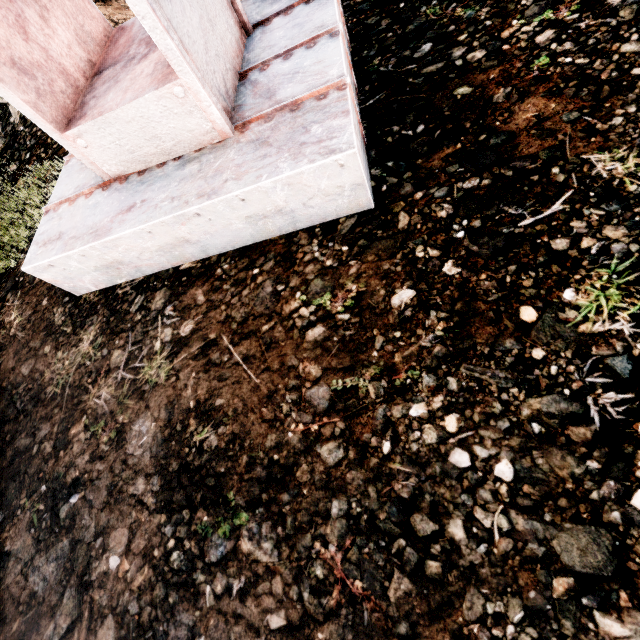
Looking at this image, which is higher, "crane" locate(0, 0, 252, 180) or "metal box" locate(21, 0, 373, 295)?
"crane" locate(0, 0, 252, 180)

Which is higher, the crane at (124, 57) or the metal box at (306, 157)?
the crane at (124, 57)

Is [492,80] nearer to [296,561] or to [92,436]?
[296,561]
